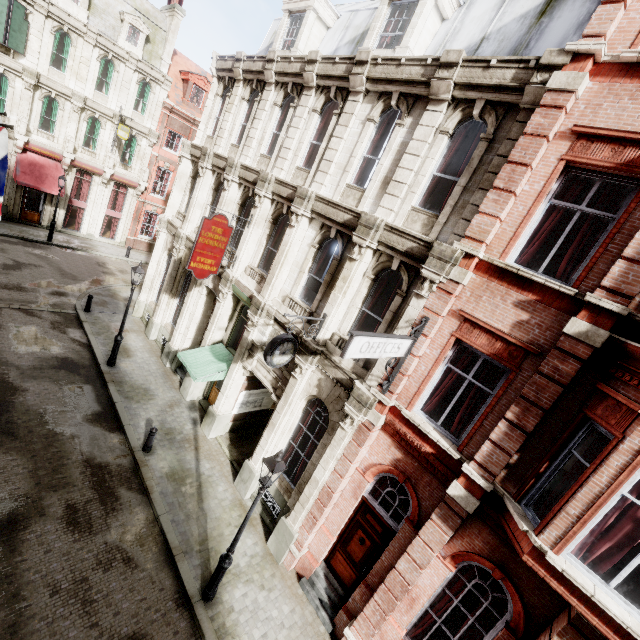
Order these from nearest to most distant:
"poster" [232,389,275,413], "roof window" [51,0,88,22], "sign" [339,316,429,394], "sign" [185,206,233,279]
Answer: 1. "sign" [339,316,429,394]
2. "sign" [185,206,233,279]
3. "poster" [232,389,275,413]
4. "roof window" [51,0,88,22]

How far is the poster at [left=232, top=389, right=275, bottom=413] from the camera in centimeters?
1315cm

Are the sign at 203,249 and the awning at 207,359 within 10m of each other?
yes

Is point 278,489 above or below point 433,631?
above

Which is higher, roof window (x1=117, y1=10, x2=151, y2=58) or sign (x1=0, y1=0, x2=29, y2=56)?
roof window (x1=117, y1=10, x2=151, y2=58)

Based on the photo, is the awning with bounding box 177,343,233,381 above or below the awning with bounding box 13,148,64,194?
below

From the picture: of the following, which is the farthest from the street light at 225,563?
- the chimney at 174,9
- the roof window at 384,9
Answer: the chimney at 174,9

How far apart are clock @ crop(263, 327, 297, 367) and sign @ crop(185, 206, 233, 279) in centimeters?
504cm
